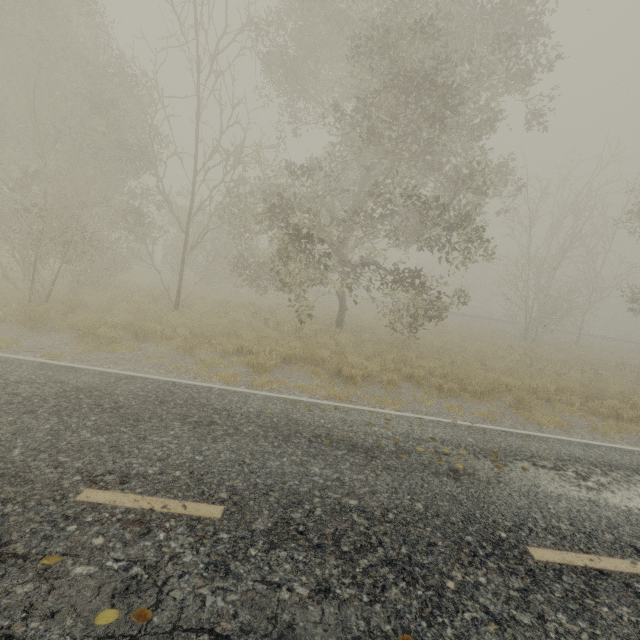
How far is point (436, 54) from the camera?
10.95m

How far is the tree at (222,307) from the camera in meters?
12.9

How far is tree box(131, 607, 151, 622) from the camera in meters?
2.4 m

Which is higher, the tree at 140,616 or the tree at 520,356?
the tree at 520,356

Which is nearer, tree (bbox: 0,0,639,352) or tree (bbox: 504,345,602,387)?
tree (bbox: 0,0,639,352)

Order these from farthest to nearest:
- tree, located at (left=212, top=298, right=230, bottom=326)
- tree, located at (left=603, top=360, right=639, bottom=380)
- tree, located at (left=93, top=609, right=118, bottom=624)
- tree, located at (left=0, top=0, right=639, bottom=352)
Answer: tree, located at (left=603, top=360, right=639, bottom=380) → tree, located at (left=212, top=298, right=230, bottom=326) → tree, located at (left=0, top=0, right=639, bottom=352) → tree, located at (left=93, top=609, right=118, bottom=624)
